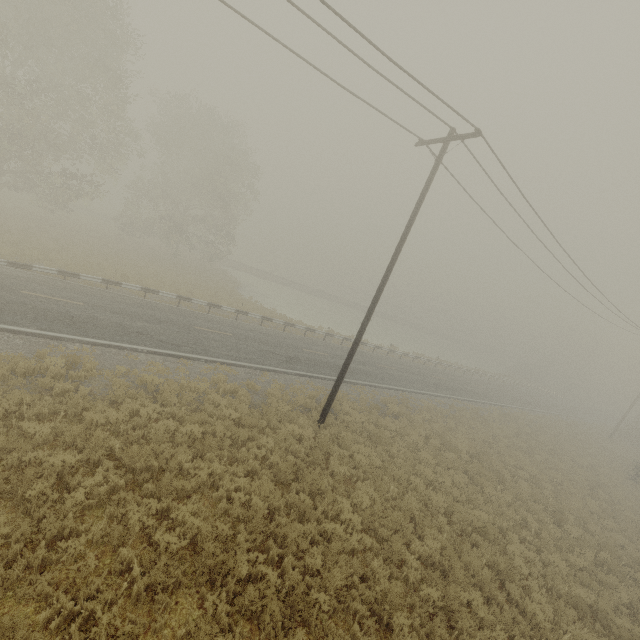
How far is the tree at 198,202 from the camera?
31.8m

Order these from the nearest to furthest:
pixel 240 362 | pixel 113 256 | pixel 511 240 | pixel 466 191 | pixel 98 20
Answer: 1. pixel 466 191
2. pixel 240 362
3. pixel 511 240
4. pixel 98 20
5. pixel 113 256

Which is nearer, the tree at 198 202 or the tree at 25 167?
the tree at 25 167

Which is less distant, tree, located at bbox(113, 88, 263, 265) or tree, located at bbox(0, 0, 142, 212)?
tree, located at bbox(0, 0, 142, 212)

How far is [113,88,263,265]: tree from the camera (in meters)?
31.75
